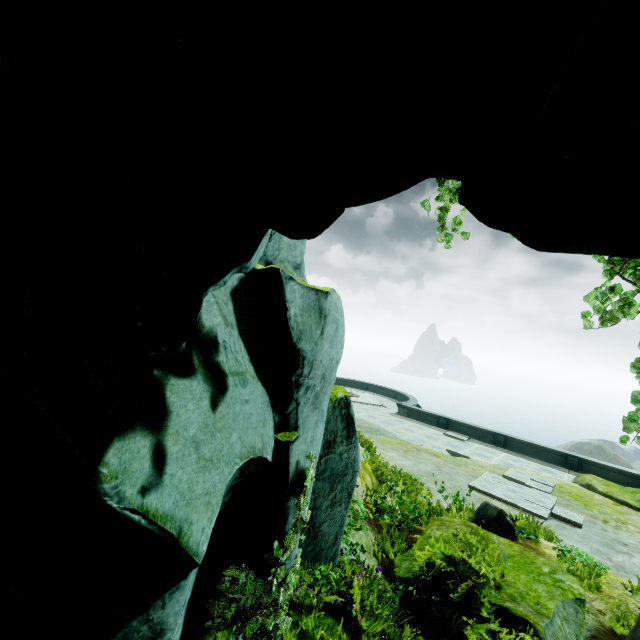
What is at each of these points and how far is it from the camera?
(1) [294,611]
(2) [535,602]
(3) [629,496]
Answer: (1) rock, 4.1m
(2) rock, 4.9m
(3) rock, 13.1m

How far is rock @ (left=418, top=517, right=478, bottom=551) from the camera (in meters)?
A: 6.01

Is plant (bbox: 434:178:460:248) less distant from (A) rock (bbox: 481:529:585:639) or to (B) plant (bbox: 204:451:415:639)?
(A) rock (bbox: 481:529:585:639)

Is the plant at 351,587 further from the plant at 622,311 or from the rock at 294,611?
the plant at 622,311

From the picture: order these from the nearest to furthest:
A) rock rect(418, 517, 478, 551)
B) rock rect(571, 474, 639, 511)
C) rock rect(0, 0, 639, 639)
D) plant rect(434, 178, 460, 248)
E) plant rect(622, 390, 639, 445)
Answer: rock rect(0, 0, 639, 639) < plant rect(622, 390, 639, 445) < plant rect(434, 178, 460, 248) < rock rect(418, 517, 478, 551) < rock rect(571, 474, 639, 511)

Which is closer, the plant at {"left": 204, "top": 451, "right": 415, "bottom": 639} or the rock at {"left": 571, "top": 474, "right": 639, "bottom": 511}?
Answer: the plant at {"left": 204, "top": 451, "right": 415, "bottom": 639}
